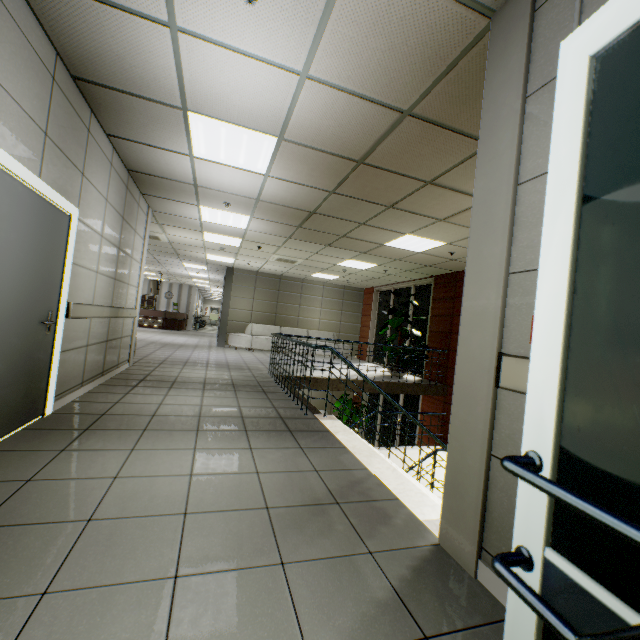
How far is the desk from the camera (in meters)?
19.80

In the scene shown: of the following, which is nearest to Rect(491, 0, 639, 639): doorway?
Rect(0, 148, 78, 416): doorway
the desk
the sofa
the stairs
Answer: the stairs

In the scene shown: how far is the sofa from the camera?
12.5 meters

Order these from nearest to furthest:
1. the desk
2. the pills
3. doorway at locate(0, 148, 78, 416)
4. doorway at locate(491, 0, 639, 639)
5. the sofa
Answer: doorway at locate(491, 0, 639, 639), doorway at locate(0, 148, 78, 416), the pills, the sofa, the desk

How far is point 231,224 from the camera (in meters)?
7.14

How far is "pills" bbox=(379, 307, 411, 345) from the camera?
9.45m

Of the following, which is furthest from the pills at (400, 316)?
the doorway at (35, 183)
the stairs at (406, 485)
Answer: the doorway at (35, 183)

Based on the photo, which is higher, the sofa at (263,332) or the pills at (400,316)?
the pills at (400,316)
